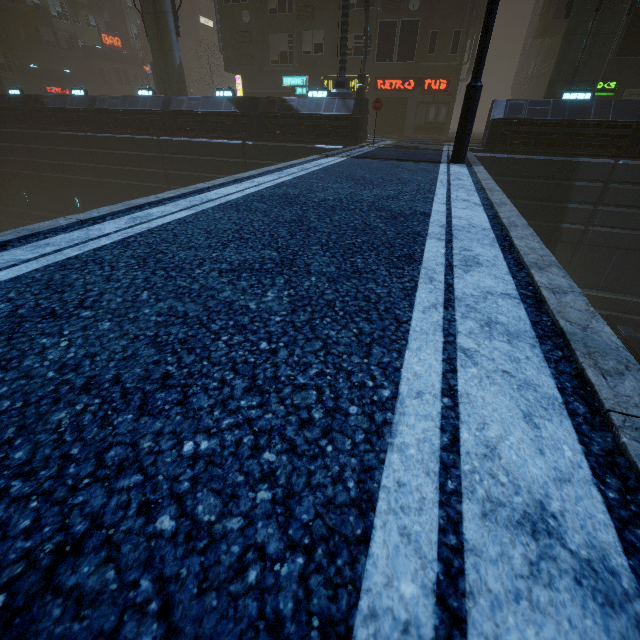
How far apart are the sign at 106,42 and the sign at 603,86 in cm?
5611

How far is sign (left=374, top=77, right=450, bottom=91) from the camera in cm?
2284

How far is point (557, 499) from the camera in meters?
1.0 m

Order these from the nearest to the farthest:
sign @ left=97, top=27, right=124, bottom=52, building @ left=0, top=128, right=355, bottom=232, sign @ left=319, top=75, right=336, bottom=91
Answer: building @ left=0, top=128, right=355, bottom=232 → sign @ left=319, top=75, right=336, bottom=91 → sign @ left=97, top=27, right=124, bottom=52

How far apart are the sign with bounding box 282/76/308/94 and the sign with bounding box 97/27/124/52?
36.7 meters

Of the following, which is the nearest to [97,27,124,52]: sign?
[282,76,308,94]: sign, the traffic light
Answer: [282,76,308,94]: sign

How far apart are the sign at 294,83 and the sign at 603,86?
18.15m

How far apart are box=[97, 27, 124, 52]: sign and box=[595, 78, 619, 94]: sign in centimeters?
5611cm
